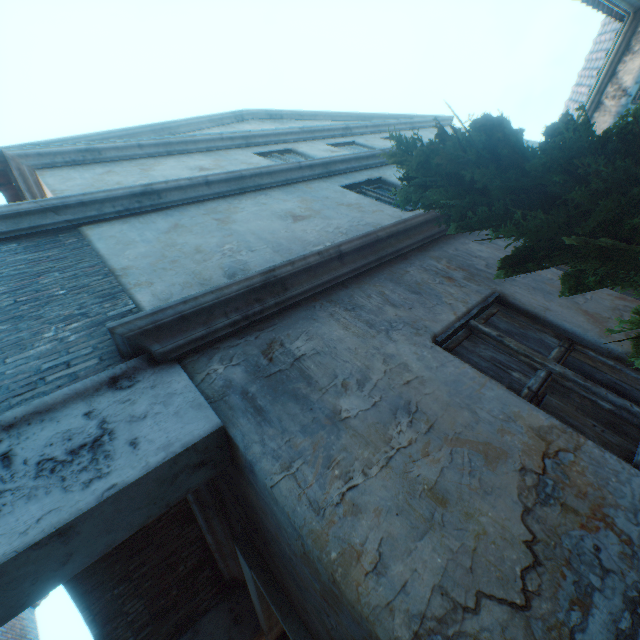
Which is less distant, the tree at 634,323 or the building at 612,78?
the tree at 634,323

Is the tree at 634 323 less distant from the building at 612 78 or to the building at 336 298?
the building at 336 298

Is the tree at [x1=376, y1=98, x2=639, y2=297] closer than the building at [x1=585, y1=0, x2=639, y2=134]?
Yes

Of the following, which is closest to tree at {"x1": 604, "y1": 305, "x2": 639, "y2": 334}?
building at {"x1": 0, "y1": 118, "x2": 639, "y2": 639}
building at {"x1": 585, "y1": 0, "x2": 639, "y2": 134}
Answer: building at {"x1": 0, "y1": 118, "x2": 639, "y2": 639}

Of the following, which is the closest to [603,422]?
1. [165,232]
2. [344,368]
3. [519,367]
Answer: [519,367]

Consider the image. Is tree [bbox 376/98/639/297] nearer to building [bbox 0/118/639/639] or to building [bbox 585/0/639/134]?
building [bbox 0/118/639/639]
